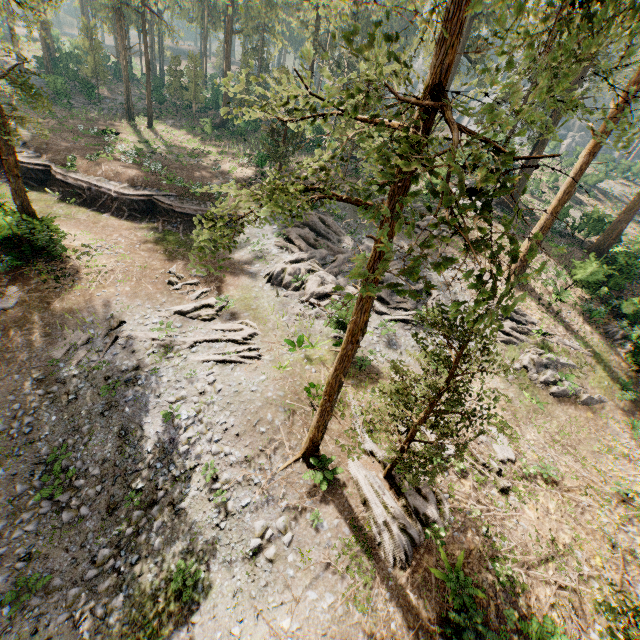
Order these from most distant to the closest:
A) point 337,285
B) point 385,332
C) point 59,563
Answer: point 385,332, point 59,563, point 337,285

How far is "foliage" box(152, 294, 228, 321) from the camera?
19.1 meters

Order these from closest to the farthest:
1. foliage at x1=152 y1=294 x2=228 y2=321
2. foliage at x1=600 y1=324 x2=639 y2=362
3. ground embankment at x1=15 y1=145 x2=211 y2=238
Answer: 1. foliage at x1=152 y1=294 x2=228 y2=321
2. foliage at x1=600 y1=324 x2=639 y2=362
3. ground embankment at x1=15 y1=145 x2=211 y2=238

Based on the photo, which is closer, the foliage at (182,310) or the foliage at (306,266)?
the foliage at (306,266)

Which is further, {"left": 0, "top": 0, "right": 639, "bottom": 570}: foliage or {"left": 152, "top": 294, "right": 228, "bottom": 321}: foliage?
{"left": 152, "top": 294, "right": 228, "bottom": 321}: foliage
